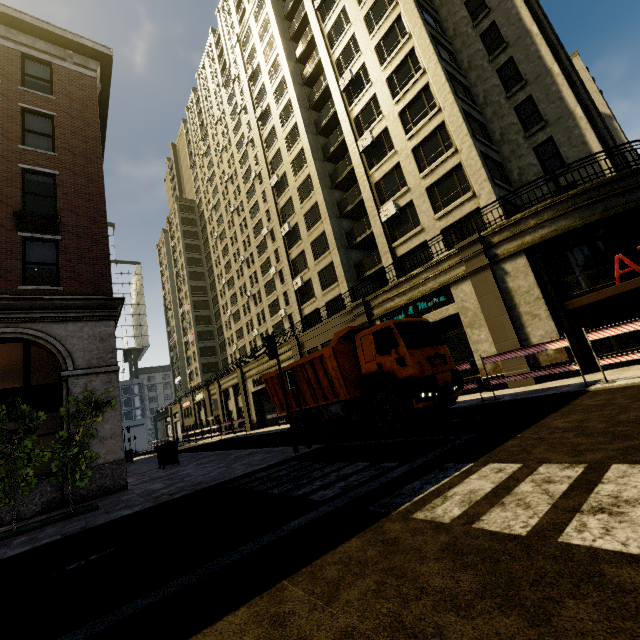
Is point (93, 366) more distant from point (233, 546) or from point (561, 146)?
point (561, 146)

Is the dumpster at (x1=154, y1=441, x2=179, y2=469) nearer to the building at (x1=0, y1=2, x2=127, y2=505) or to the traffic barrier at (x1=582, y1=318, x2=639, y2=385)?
the building at (x1=0, y1=2, x2=127, y2=505)

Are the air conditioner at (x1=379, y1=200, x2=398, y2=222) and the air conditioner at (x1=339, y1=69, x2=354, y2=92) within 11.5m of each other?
yes

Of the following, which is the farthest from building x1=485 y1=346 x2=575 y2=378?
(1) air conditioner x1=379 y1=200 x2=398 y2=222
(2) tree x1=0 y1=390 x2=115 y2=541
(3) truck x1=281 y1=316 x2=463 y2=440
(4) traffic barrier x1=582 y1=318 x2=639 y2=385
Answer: (3) truck x1=281 y1=316 x2=463 y2=440

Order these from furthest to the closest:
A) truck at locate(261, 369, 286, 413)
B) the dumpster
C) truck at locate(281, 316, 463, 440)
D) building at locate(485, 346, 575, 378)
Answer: the dumpster
truck at locate(261, 369, 286, 413)
building at locate(485, 346, 575, 378)
truck at locate(281, 316, 463, 440)

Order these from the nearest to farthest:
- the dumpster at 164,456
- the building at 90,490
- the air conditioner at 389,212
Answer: the building at 90,490, the dumpster at 164,456, the air conditioner at 389,212

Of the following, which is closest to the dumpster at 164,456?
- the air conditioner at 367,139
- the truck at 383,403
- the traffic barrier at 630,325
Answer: the truck at 383,403

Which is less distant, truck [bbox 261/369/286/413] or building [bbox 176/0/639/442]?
building [bbox 176/0/639/442]
